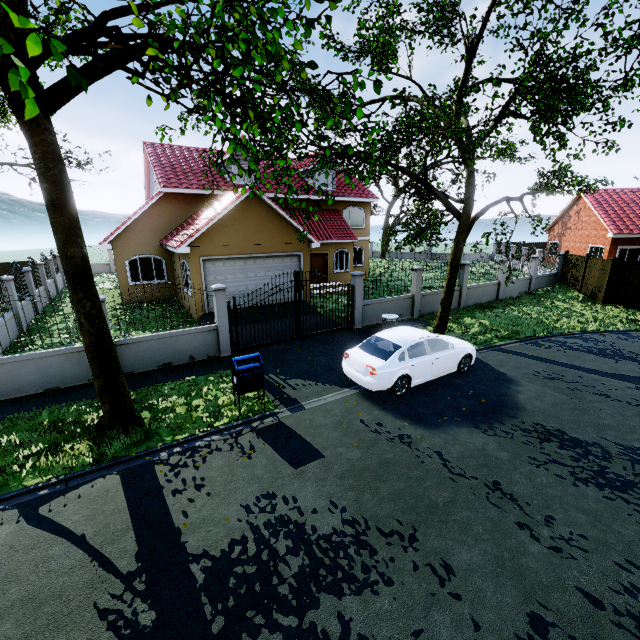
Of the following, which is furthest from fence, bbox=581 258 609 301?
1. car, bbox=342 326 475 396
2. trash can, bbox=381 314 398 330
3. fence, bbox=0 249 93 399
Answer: car, bbox=342 326 475 396

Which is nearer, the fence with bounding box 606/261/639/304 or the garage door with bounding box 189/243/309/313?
the garage door with bounding box 189/243/309/313

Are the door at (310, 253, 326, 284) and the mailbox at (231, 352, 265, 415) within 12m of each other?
no

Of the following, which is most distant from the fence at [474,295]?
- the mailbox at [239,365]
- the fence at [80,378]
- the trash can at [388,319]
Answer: the mailbox at [239,365]

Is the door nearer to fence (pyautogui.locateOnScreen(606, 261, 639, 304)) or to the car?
fence (pyautogui.locateOnScreen(606, 261, 639, 304))

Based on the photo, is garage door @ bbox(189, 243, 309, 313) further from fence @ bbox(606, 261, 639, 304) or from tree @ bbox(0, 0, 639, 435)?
fence @ bbox(606, 261, 639, 304)

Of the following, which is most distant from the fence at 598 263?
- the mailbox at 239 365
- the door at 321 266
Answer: the door at 321 266

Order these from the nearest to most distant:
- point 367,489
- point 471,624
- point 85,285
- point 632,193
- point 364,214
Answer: point 471,624 < point 367,489 < point 85,285 < point 632,193 < point 364,214
